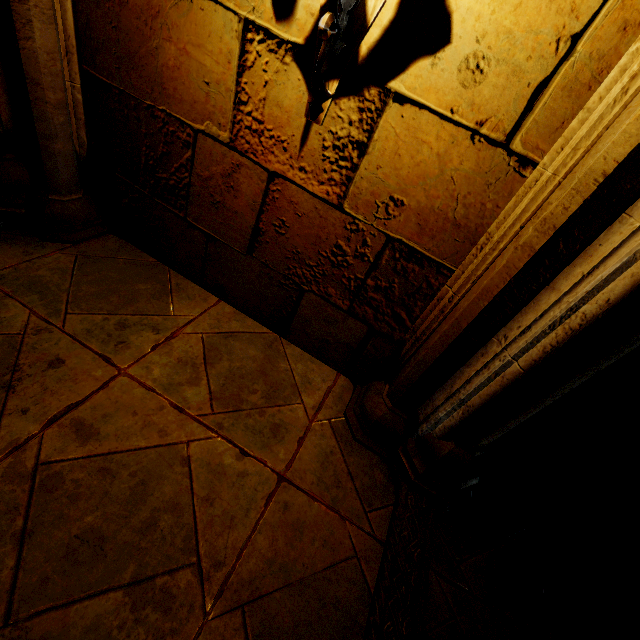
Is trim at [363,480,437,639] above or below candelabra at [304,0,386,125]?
below

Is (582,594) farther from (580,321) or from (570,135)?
(570,135)

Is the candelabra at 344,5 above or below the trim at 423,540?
above
